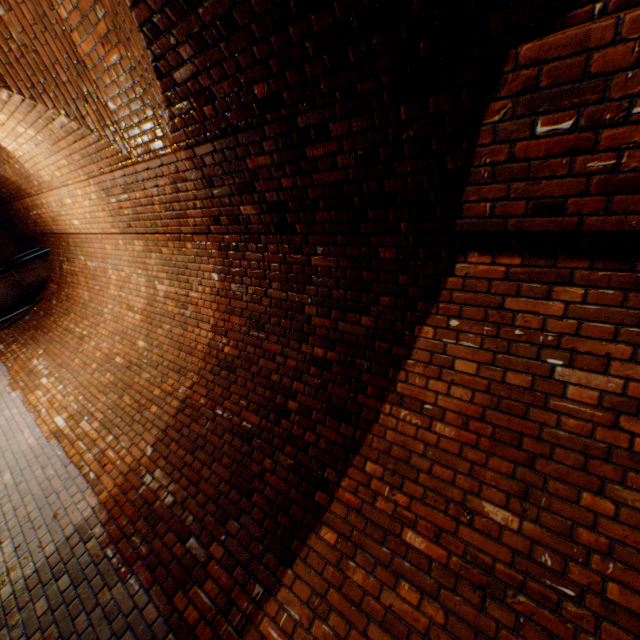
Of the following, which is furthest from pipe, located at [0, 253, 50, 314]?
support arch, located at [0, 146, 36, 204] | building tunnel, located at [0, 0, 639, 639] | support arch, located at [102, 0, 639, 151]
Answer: support arch, located at [102, 0, 639, 151]

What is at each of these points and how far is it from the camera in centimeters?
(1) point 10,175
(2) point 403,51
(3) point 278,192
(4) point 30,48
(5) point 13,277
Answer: (1) support arch, 668cm
(2) support arch, 162cm
(3) building tunnel, 256cm
(4) support arch, 329cm
(5) pipe, 824cm

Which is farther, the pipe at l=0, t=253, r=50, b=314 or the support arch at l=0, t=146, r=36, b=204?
the pipe at l=0, t=253, r=50, b=314

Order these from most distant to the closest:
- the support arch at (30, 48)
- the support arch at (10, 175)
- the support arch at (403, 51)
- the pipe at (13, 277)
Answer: the pipe at (13, 277) → the support arch at (10, 175) → the support arch at (30, 48) → the support arch at (403, 51)

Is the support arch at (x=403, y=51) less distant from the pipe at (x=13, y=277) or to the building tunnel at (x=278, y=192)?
the building tunnel at (x=278, y=192)

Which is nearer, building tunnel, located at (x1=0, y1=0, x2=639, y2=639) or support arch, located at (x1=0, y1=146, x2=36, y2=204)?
building tunnel, located at (x1=0, y1=0, x2=639, y2=639)

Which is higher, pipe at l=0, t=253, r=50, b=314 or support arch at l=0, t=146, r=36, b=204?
support arch at l=0, t=146, r=36, b=204

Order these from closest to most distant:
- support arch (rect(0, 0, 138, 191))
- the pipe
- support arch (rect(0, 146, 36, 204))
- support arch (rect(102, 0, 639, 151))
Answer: support arch (rect(102, 0, 639, 151)), support arch (rect(0, 0, 138, 191)), support arch (rect(0, 146, 36, 204)), the pipe
